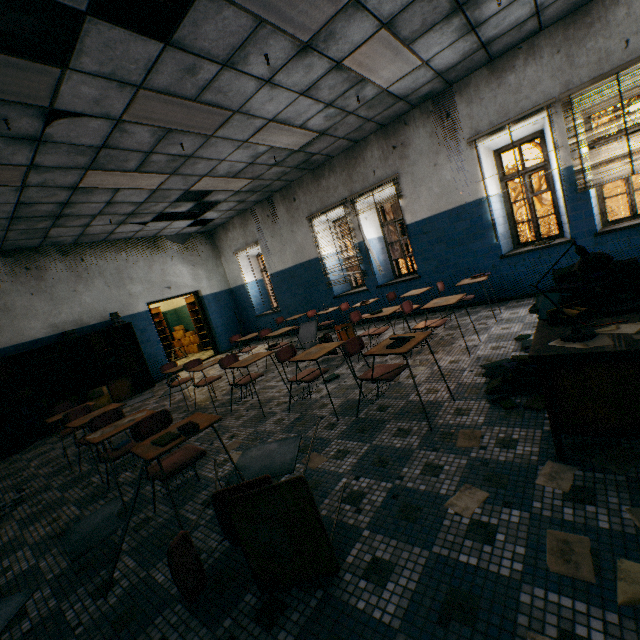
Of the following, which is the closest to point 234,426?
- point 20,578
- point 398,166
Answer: point 20,578

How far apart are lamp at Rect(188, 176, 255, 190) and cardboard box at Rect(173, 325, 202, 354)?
7.26m

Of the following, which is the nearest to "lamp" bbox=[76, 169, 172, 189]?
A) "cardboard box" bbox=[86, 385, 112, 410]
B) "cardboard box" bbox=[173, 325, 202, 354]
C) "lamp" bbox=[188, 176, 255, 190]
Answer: "lamp" bbox=[188, 176, 255, 190]

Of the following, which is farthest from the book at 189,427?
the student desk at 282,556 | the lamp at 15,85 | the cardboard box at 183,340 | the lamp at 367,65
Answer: the cardboard box at 183,340

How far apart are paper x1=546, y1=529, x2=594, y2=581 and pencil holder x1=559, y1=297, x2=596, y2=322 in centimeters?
129cm

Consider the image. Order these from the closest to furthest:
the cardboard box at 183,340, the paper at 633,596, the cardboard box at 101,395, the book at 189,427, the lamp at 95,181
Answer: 1. the paper at 633,596
2. the book at 189,427
3. the lamp at 95,181
4. the cardboard box at 101,395
5. the cardboard box at 183,340

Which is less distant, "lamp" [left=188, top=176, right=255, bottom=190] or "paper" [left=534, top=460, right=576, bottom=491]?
"paper" [left=534, top=460, right=576, bottom=491]

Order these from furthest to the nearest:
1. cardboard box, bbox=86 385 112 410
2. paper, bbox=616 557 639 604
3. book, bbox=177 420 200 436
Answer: cardboard box, bbox=86 385 112 410 < book, bbox=177 420 200 436 < paper, bbox=616 557 639 604
